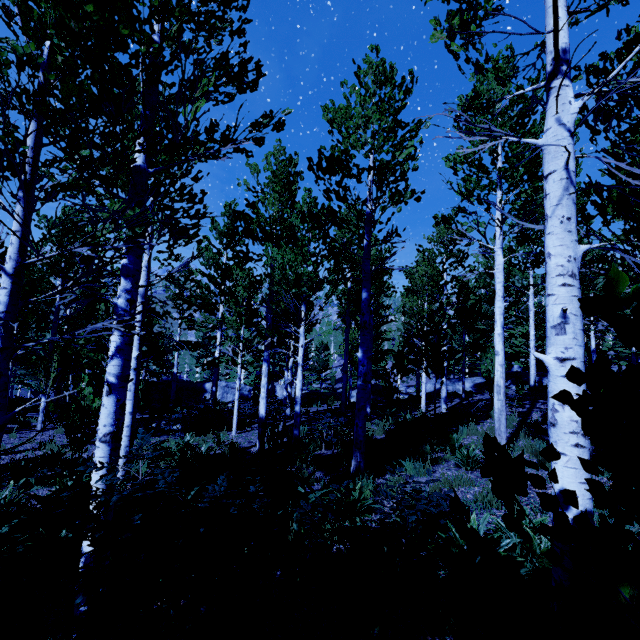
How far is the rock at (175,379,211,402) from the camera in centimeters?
2983cm

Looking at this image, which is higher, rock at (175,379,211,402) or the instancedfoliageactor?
the instancedfoliageactor

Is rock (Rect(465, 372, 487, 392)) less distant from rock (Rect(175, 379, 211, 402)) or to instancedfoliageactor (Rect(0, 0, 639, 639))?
instancedfoliageactor (Rect(0, 0, 639, 639))

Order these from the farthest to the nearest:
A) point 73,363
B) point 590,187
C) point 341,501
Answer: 1. point 73,363
2. point 341,501
3. point 590,187

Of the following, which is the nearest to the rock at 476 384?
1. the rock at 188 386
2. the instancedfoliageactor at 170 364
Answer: the instancedfoliageactor at 170 364

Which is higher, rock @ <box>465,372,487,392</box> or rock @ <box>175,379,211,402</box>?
rock @ <box>465,372,487,392</box>
